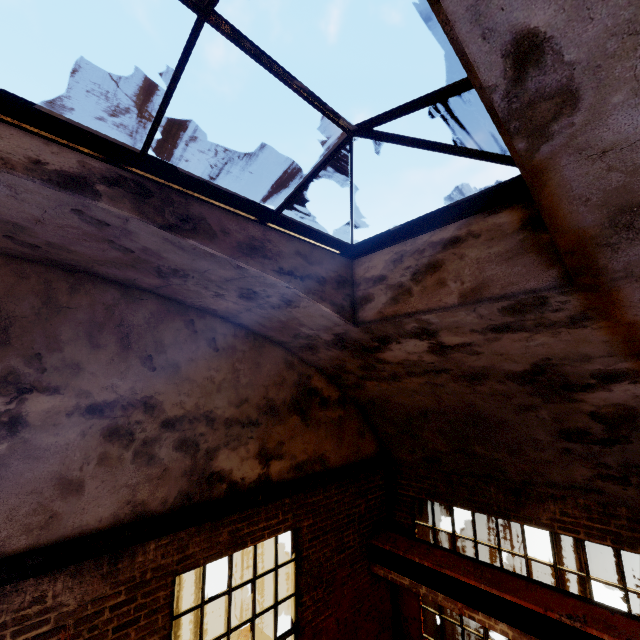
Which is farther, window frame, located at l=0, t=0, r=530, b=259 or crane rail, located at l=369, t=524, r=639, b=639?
crane rail, located at l=369, t=524, r=639, b=639

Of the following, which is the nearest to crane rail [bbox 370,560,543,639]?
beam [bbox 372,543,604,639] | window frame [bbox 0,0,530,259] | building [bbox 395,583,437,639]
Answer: beam [bbox 372,543,604,639]

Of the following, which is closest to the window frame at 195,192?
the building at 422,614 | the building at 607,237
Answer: the building at 607,237

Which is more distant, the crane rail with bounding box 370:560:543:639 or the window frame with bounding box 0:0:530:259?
the crane rail with bounding box 370:560:543:639

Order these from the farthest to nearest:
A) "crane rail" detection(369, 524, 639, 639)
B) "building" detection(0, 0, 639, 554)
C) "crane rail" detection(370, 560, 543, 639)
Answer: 1. "crane rail" detection(370, 560, 543, 639)
2. "crane rail" detection(369, 524, 639, 639)
3. "building" detection(0, 0, 639, 554)

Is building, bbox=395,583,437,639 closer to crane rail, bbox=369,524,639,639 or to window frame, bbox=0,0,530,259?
crane rail, bbox=369,524,639,639

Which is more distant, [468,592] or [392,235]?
[468,592]
